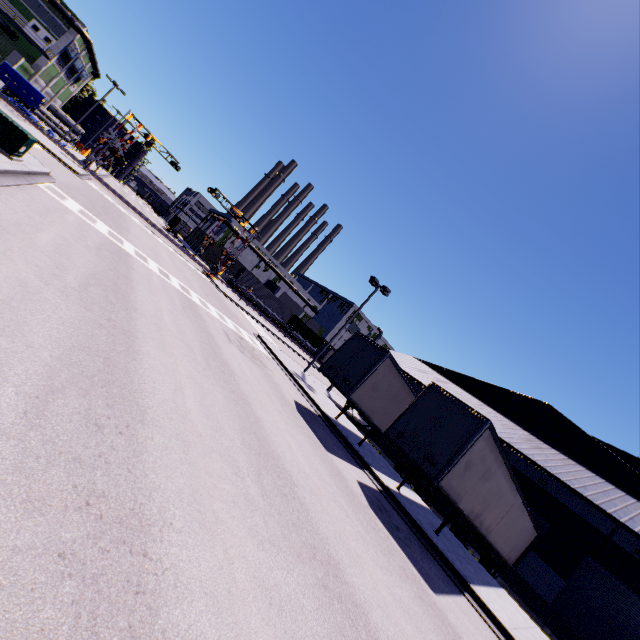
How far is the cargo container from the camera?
52.2 meters

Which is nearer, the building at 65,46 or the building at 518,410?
Result: the building at 518,410

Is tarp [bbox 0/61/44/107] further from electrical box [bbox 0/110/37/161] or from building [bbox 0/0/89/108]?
electrical box [bbox 0/110/37/161]

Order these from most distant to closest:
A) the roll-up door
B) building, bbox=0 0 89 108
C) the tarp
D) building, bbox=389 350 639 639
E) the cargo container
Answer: the cargo container → building, bbox=0 0 89 108 → the tarp → building, bbox=389 350 639 639 → the roll-up door

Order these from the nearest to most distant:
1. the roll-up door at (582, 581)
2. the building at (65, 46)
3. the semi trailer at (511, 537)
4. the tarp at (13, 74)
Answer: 1. the semi trailer at (511, 537)
2. the roll-up door at (582, 581)
3. the tarp at (13, 74)
4. the building at (65, 46)

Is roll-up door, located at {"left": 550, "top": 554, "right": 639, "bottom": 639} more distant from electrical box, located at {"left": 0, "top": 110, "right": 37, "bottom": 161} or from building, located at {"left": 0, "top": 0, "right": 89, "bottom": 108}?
electrical box, located at {"left": 0, "top": 110, "right": 37, "bottom": 161}

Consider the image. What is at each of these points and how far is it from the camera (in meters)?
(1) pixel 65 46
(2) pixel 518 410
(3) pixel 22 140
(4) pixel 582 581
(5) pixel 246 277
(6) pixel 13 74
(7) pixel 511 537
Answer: (1) building, 46.91
(2) building, 24.23
(3) electrical box, 11.71
(4) roll-up door, 17.78
(5) cargo container, 52.19
(6) tarp, 34.91
(7) semi trailer, 17.11

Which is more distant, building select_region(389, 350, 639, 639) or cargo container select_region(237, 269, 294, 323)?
cargo container select_region(237, 269, 294, 323)
